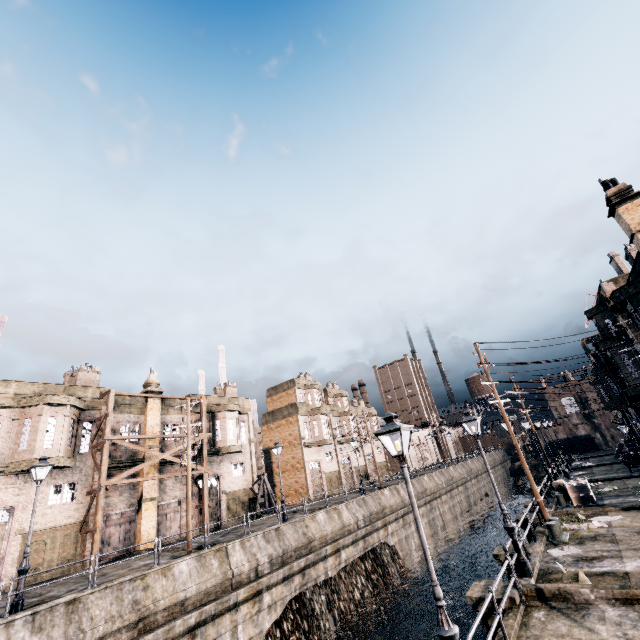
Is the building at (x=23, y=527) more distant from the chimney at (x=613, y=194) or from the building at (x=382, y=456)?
the chimney at (x=613, y=194)

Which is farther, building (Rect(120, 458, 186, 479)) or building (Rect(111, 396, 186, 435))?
building (Rect(111, 396, 186, 435))

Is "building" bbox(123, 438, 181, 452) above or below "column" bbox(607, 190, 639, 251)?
below

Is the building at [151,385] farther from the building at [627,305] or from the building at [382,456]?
the building at [627,305]

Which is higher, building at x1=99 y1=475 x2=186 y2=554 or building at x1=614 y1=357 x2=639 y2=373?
building at x1=614 y1=357 x2=639 y2=373

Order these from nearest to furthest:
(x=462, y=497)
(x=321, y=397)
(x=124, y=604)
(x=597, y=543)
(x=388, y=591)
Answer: (x=597, y=543), (x=124, y=604), (x=388, y=591), (x=462, y=497), (x=321, y=397)

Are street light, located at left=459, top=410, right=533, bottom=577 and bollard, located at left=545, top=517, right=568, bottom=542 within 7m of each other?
yes
